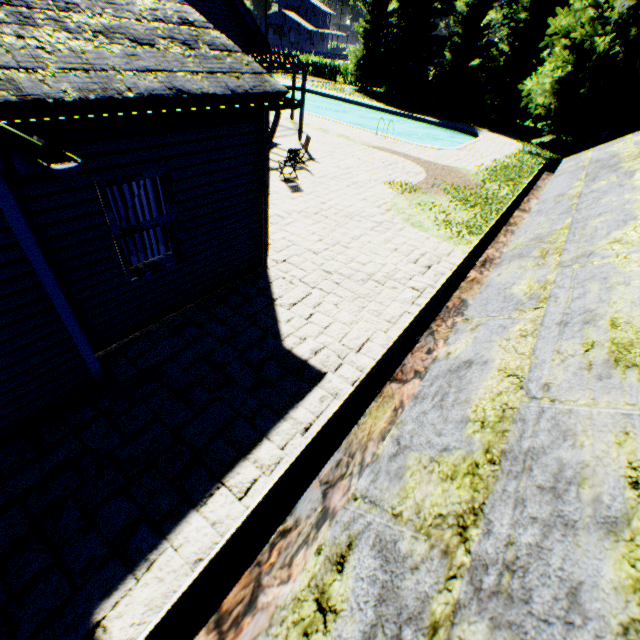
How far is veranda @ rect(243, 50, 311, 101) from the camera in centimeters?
1302cm

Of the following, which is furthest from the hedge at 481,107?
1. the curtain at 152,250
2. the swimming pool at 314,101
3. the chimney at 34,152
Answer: the chimney at 34,152

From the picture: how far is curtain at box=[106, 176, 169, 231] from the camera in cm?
469

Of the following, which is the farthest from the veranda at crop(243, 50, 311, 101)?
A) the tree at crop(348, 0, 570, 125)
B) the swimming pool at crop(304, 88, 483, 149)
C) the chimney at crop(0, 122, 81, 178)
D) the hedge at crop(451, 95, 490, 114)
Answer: the hedge at crop(451, 95, 490, 114)

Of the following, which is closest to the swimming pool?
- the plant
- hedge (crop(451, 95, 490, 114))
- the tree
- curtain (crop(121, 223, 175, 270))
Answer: the plant

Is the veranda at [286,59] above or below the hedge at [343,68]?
above

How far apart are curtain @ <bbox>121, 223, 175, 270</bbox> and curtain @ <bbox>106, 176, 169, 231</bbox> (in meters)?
0.08

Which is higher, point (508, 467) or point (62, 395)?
point (508, 467)
